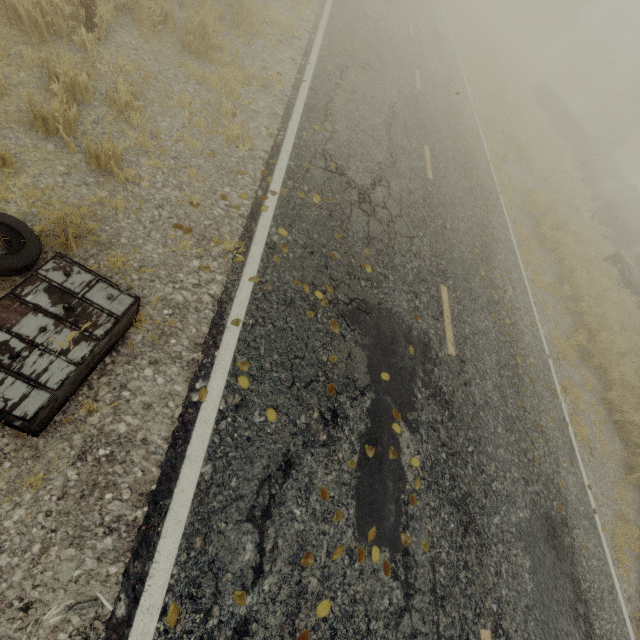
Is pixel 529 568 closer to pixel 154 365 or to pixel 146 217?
pixel 154 365

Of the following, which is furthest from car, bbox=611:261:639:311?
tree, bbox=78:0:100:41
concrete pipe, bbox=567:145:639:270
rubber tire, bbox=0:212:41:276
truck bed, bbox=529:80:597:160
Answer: rubber tire, bbox=0:212:41:276

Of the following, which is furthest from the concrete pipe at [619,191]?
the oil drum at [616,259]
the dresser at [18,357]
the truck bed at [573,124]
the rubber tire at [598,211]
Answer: the dresser at [18,357]

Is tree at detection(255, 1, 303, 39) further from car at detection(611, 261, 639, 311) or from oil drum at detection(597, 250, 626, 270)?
car at detection(611, 261, 639, 311)

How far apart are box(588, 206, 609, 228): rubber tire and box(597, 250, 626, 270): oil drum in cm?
428

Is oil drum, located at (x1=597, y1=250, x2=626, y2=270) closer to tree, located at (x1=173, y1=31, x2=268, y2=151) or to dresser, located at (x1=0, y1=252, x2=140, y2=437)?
tree, located at (x1=173, y1=31, x2=268, y2=151)

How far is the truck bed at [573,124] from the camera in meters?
21.9 m

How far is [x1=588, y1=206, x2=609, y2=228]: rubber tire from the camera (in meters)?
17.76
